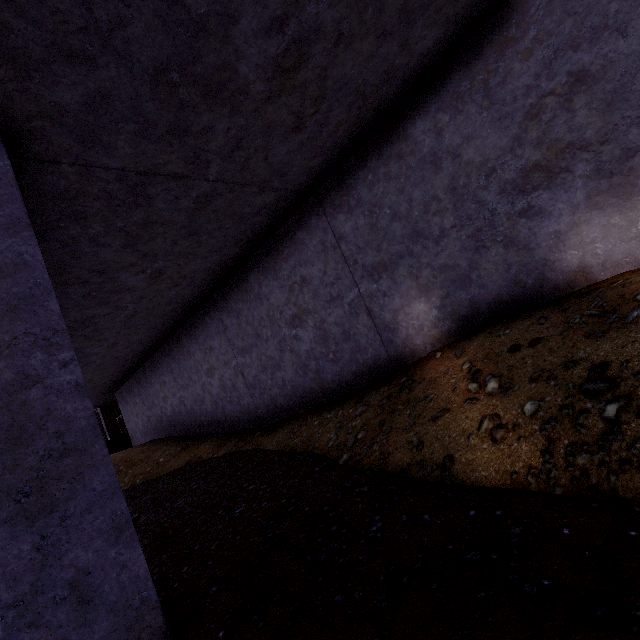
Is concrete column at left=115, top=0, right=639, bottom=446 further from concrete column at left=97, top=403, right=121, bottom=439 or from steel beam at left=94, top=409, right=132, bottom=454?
concrete column at left=97, top=403, right=121, bottom=439

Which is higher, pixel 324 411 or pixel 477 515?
pixel 324 411

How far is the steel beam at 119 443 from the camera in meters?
16.0 m

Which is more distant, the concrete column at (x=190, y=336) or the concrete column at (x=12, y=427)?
the concrete column at (x=190, y=336)

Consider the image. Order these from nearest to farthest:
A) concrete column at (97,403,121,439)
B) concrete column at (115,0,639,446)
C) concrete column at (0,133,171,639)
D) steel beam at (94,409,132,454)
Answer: concrete column at (0,133,171,639), concrete column at (115,0,639,446), steel beam at (94,409,132,454), concrete column at (97,403,121,439)

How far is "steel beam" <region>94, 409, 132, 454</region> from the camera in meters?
16.0

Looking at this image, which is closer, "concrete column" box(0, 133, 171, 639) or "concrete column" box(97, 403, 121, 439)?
"concrete column" box(0, 133, 171, 639)

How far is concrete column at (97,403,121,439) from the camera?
18.33m
